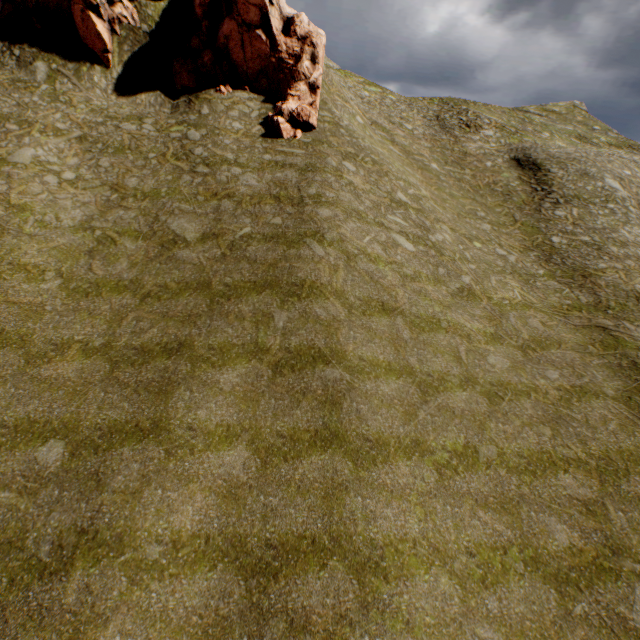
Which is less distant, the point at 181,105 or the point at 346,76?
the point at 181,105

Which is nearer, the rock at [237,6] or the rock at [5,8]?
the rock at [5,8]

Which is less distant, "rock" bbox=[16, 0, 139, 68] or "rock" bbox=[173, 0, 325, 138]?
"rock" bbox=[16, 0, 139, 68]
